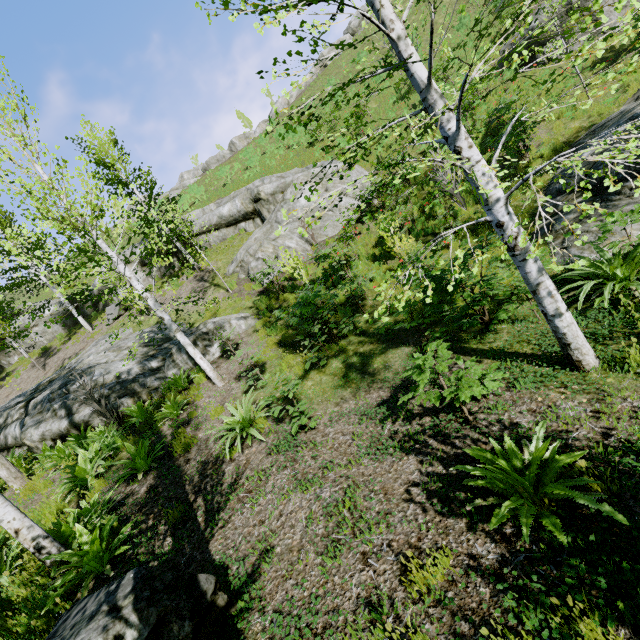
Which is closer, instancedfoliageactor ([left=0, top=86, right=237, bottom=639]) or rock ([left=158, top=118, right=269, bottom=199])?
instancedfoliageactor ([left=0, top=86, right=237, bottom=639])

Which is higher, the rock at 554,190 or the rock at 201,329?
the rock at 201,329

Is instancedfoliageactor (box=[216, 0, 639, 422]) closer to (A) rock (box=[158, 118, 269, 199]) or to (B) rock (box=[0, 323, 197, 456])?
(B) rock (box=[0, 323, 197, 456])

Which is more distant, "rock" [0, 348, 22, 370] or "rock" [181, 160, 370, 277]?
"rock" [0, 348, 22, 370]

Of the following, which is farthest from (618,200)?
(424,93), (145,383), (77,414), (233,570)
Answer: (77,414)

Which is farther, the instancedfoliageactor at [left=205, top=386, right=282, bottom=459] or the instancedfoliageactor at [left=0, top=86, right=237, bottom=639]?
the instancedfoliageactor at [left=205, top=386, right=282, bottom=459]

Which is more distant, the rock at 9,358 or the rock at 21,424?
the rock at 9,358

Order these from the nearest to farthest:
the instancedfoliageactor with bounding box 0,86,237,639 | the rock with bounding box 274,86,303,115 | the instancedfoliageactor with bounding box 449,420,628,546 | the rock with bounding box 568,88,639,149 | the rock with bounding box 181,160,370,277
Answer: the instancedfoliageactor with bounding box 449,420,628,546 < the instancedfoliageactor with bounding box 0,86,237,639 < the rock with bounding box 568,88,639,149 < the rock with bounding box 181,160,370,277 < the rock with bounding box 274,86,303,115
